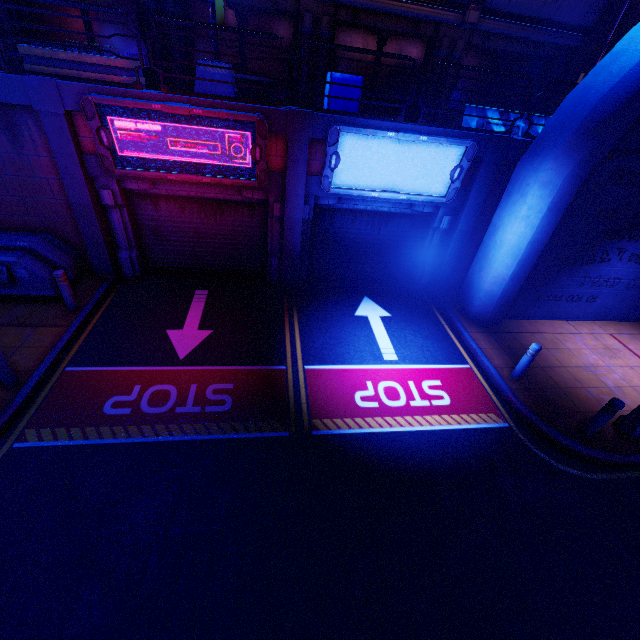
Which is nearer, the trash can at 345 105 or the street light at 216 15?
the street light at 216 15

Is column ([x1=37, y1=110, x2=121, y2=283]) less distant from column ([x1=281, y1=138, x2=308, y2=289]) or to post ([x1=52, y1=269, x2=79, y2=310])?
post ([x1=52, y1=269, x2=79, y2=310])

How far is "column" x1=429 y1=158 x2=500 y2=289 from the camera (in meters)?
8.76

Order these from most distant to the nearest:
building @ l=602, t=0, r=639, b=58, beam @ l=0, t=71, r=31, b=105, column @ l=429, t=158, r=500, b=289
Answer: building @ l=602, t=0, r=639, b=58 → column @ l=429, t=158, r=500, b=289 → beam @ l=0, t=71, r=31, b=105

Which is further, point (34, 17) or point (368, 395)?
point (34, 17)

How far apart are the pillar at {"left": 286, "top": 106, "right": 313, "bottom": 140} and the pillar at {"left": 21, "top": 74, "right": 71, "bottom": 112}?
4.7m

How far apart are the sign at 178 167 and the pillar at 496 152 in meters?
5.6

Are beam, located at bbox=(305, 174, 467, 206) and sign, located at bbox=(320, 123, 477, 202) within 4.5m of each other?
yes
